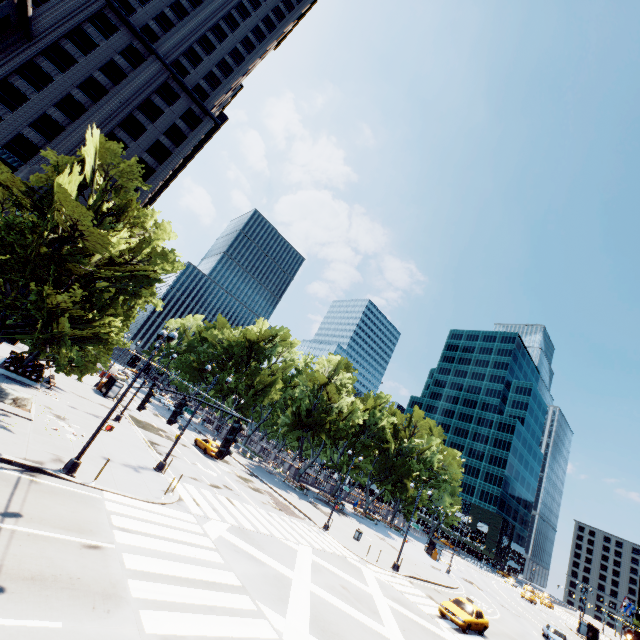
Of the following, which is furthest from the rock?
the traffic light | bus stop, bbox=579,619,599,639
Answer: bus stop, bbox=579,619,599,639

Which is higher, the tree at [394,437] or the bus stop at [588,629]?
the tree at [394,437]

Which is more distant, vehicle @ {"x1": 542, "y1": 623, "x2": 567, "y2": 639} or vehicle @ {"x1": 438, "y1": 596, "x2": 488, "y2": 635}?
vehicle @ {"x1": 542, "y1": 623, "x2": 567, "y2": 639}

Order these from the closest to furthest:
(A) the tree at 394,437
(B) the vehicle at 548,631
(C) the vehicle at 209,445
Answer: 1. (B) the vehicle at 548,631
2. (C) the vehicle at 209,445
3. (A) the tree at 394,437

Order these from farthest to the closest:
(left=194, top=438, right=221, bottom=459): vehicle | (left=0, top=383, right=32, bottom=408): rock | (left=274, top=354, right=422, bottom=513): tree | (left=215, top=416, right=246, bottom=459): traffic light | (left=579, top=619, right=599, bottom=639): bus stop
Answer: (left=579, top=619, right=599, bottom=639): bus stop, (left=274, top=354, right=422, bottom=513): tree, (left=194, top=438, right=221, bottom=459): vehicle, (left=0, top=383, right=32, bottom=408): rock, (left=215, top=416, right=246, bottom=459): traffic light

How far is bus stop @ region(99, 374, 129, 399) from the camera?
36.8 meters

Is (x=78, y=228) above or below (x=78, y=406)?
above

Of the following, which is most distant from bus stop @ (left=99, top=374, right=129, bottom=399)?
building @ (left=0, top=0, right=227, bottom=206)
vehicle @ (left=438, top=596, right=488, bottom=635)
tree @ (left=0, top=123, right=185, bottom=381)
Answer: vehicle @ (left=438, top=596, right=488, bottom=635)
